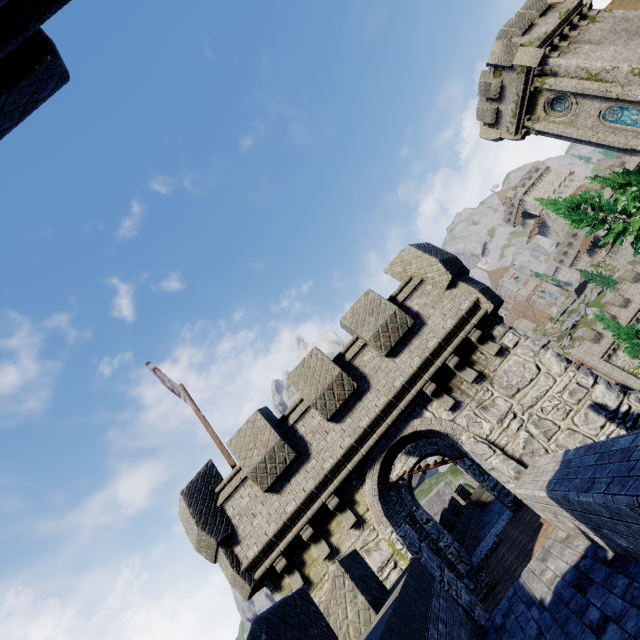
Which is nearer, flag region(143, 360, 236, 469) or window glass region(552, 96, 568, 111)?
flag region(143, 360, 236, 469)

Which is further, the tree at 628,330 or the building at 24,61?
the tree at 628,330

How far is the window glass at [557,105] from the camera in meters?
24.6

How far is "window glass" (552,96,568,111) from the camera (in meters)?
24.58

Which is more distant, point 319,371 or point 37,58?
point 319,371

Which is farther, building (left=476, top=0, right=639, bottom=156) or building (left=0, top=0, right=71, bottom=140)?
building (left=476, top=0, right=639, bottom=156)

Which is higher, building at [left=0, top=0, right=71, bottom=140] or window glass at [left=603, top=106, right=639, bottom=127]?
window glass at [left=603, top=106, right=639, bottom=127]

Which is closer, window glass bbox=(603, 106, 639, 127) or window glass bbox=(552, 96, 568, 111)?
window glass bbox=(603, 106, 639, 127)
